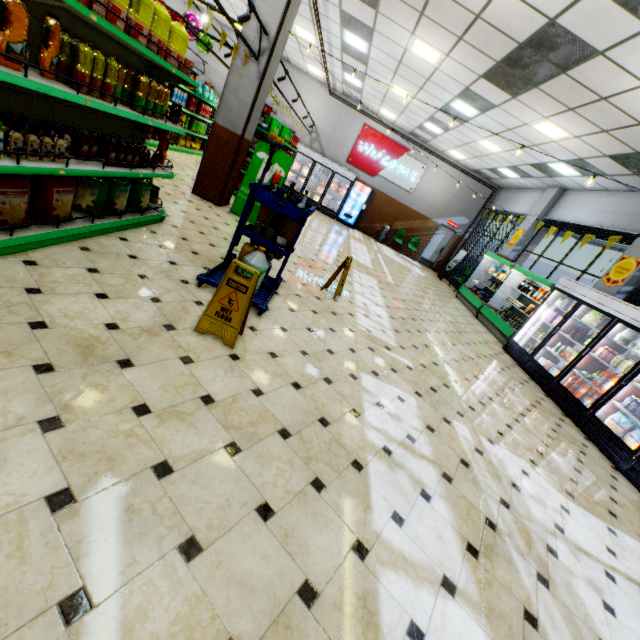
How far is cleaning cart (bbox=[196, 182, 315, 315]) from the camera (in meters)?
3.81

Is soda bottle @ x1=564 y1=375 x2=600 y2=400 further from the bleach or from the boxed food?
the boxed food

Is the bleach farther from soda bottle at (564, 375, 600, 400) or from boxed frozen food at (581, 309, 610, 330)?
boxed frozen food at (581, 309, 610, 330)

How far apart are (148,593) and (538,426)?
5.6 meters

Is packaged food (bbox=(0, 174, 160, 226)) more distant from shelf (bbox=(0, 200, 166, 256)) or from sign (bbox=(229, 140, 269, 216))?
sign (bbox=(229, 140, 269, 216))

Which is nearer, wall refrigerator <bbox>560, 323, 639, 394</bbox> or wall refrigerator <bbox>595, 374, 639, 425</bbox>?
wall refrigerator <bbox>595, 374, 639, 425</bbox>

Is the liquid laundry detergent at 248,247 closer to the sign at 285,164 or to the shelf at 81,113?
the shelf at 81,113

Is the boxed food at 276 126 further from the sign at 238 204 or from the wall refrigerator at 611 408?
the wall refrigerator at 611 408
